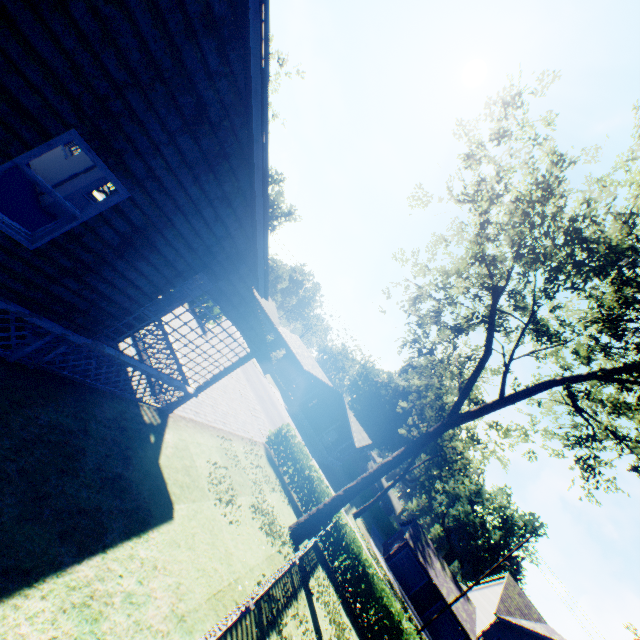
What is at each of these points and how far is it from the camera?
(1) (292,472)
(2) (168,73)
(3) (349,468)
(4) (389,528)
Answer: (1) hedge, 17.8 meters
(2) flat, 4.0 meters
(3) hedge, 59.3 meters
(4) hedge, 56.4 meters

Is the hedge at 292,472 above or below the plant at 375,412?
below

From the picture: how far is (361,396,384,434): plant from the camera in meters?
57.9

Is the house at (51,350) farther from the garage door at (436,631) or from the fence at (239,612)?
the garage door at (436,631)

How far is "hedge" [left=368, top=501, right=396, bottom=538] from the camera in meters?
56.3

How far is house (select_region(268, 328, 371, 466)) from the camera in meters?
39.7

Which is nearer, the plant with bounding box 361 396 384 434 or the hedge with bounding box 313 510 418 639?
the hedge with bounding box 313 510 418 639

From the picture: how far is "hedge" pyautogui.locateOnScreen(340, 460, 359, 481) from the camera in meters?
59.1
